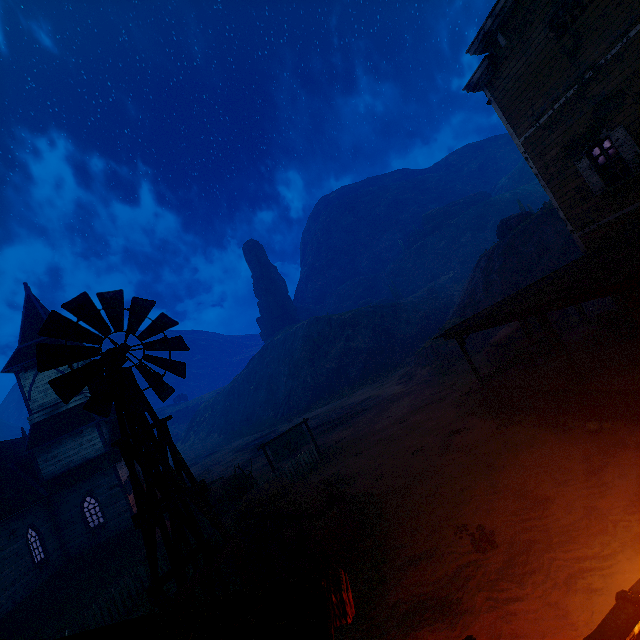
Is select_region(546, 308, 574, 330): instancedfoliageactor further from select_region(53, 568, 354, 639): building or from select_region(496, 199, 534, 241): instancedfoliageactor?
Result: select_region(496, 199, 534, 241): instancedfoliageactor

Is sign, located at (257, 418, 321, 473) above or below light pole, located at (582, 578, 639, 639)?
below

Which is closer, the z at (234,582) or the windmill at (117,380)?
the windmill at (117,380)

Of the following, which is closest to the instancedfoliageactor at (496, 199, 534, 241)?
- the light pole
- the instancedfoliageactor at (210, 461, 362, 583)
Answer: the instancedfoliageactor at (210, 461, 362, 583)

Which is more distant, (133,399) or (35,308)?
(35,308)

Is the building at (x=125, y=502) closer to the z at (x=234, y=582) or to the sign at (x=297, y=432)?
the z at (x=234, y=582)

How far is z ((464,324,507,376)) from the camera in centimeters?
1988cm

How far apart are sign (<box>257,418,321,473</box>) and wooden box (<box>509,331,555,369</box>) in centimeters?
1141cm
